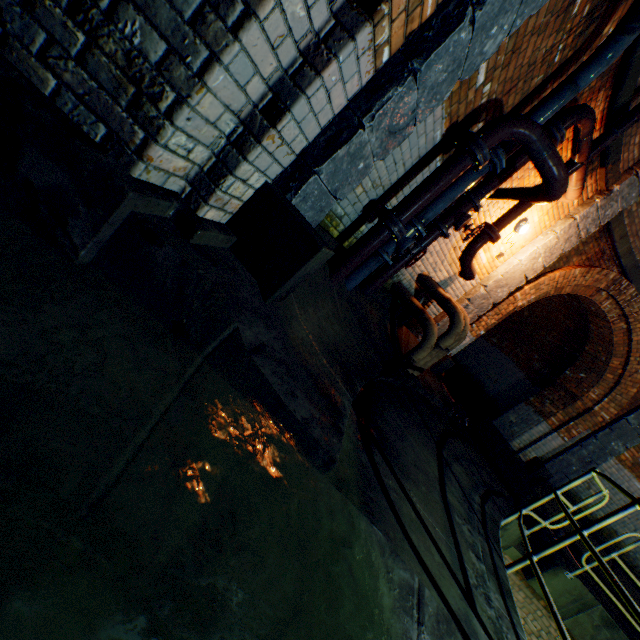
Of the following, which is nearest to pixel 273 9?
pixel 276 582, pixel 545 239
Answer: pixel 276 582

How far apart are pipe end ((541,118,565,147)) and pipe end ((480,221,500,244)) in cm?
113

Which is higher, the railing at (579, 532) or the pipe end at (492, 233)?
the pipe end at (492, 233)

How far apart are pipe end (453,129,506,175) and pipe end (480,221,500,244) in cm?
182

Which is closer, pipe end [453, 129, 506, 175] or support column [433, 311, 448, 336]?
pipe end [453, 129, 506, 175]

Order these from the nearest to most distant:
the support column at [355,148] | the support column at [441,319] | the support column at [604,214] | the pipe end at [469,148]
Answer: the support column at [355,148]
the pipe end at [469,148]
the support column at [604,214]
the support column at [441,319]

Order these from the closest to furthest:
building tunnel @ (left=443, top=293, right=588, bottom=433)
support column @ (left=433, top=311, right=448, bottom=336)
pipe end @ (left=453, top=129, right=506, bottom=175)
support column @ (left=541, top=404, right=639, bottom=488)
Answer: pipe end @ (left=453, top=129, right=506, bottom=175)
support column @ (left=433, top=311, right=448, bottom=336)
support column @ (left=541, top=404, right=639, bottom=488)
building tunnel @ (left=443, top=293, right=588, bottom=433)

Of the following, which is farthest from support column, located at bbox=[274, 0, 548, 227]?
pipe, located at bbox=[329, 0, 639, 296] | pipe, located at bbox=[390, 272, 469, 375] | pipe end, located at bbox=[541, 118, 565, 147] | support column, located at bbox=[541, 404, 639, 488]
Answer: support column, located at bbox=[541, 404, 639, 488]
